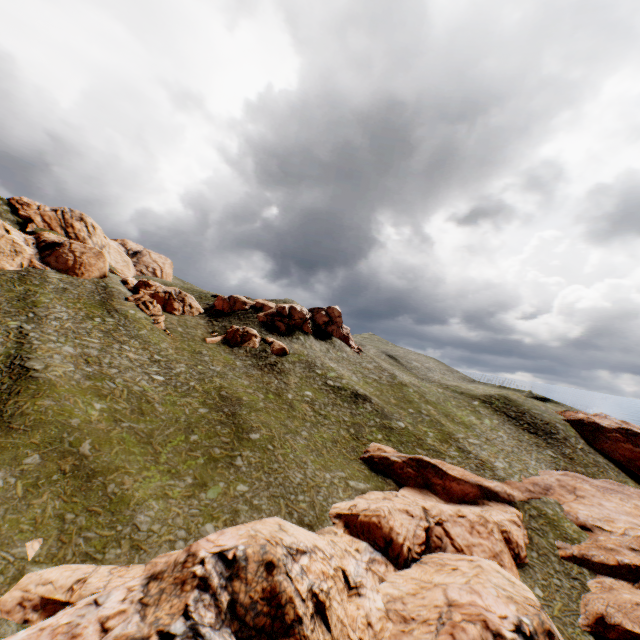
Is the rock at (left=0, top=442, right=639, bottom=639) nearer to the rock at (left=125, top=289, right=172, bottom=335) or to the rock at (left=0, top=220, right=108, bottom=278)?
the rock at (left=0, top=220, right=108, bottom=278)

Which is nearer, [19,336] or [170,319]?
[19,336]

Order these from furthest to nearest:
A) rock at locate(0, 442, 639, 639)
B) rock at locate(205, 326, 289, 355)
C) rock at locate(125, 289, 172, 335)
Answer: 1. rock at locate(205, 326, 289, 355)
2. rock at locate(125, 289, 172, 335)
3. rock at locate(0, 442, 639, 639)

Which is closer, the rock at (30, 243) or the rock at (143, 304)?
the rock at (30, 243)

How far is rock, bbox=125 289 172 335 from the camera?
52.3m

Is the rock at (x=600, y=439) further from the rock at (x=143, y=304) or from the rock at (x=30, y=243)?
the rock at (x=143, y=304)

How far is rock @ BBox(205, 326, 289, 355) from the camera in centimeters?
5559cm

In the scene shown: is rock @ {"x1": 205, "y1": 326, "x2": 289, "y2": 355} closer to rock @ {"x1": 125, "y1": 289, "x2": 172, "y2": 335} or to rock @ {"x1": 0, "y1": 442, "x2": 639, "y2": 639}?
rock @ {"x1": 125, "y1": 289, "x2": 172, "y2": 335}
